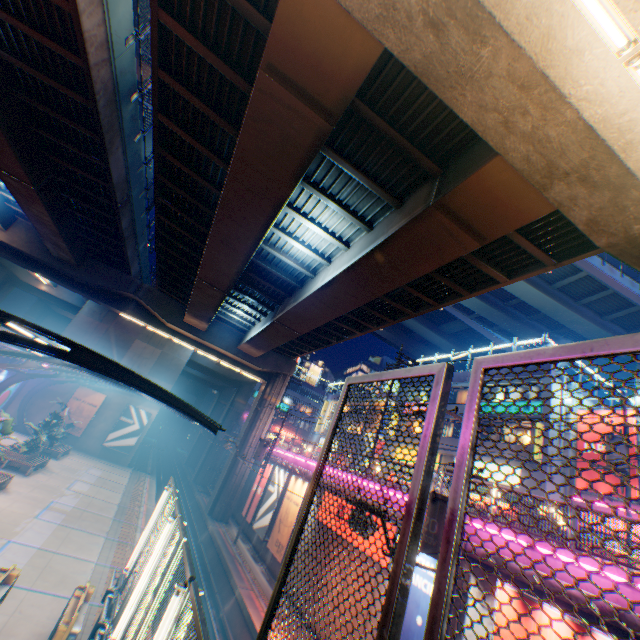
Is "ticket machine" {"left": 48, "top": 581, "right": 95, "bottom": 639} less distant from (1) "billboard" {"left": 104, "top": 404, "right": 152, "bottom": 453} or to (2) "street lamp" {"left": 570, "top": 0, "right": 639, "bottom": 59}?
(2) "street lamp" {"left": 570, "top": 0, "right": 639, "bottom": 59}

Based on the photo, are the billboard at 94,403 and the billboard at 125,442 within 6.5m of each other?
yes

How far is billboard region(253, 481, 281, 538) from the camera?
22.08m

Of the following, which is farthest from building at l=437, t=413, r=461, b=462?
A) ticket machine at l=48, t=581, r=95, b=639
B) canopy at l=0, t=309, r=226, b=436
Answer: ticket machine at l=48, t=581, r=95, b=639

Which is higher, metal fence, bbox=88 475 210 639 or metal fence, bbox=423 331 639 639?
metal fence, bbox=423 331 639 639

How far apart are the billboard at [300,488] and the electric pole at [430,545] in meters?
11.6

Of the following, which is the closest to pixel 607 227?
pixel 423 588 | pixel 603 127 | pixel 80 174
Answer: pixel 603 127

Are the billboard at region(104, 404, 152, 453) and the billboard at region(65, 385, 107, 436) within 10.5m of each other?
yes
